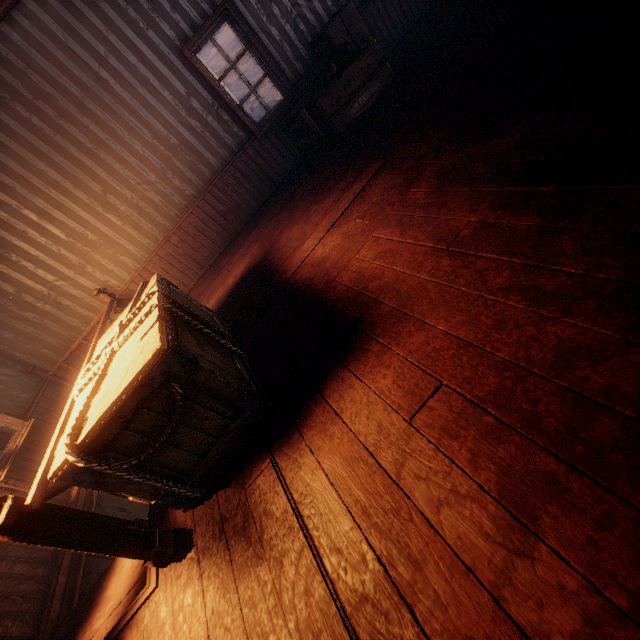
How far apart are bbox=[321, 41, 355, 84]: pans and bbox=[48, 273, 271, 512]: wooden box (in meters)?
3.71

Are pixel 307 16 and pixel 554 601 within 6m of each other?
no

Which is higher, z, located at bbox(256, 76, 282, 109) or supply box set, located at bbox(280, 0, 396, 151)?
supply box set, located at bbox(280, 0, 396, 151)

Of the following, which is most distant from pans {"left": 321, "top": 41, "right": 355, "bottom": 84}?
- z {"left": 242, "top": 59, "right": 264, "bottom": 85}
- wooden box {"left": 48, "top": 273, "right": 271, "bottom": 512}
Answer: z {"left": 242, "top": 59, "right": 264, "bottom": 85}

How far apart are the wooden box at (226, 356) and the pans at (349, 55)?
3.7m

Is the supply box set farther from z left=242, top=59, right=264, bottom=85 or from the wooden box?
z left=242, top=59, right=264, bottom=85

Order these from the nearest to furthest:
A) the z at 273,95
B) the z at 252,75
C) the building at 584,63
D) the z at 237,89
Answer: the building at 584,63 → the z at 273,95 → the z at 237,89 → the z at 252,75

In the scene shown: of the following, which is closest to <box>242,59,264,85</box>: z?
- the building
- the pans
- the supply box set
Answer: the building
